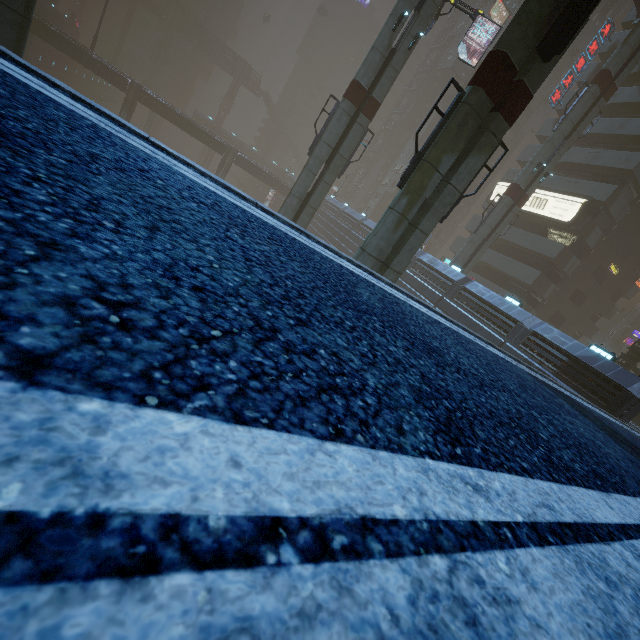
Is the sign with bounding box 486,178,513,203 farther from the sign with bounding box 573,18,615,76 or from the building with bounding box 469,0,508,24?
the sign with bounding box 573,18,615,76

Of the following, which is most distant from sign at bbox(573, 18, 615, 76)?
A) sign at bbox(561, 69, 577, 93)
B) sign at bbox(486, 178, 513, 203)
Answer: sign at bbox(486, 178, 513, 203)

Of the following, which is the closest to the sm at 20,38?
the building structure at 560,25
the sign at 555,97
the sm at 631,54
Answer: the building structure at 560,25

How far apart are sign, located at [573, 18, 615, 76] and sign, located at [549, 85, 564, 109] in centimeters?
364cm

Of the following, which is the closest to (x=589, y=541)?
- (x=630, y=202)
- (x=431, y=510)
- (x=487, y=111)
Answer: (x=431, y=510)

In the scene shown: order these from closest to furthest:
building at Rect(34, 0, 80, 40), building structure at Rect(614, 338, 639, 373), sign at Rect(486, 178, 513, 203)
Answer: building structure at Rect(614, 338, 639, 373) < sign at Rect(486, 178, 513, 203) < building at Rect(34, 0, 80, 40)

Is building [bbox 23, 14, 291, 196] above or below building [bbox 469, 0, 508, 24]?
below

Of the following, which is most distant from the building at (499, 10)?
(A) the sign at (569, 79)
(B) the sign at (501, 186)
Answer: (A) the sign at (569, 79)
